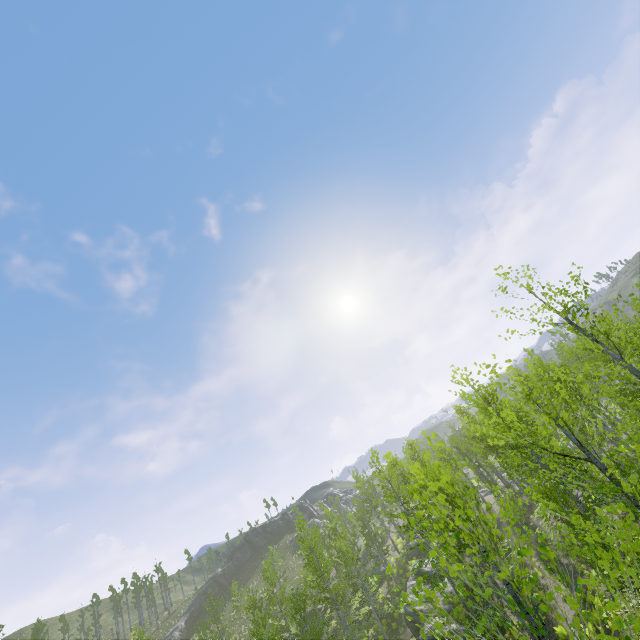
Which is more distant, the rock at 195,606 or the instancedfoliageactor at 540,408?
the rock at 195,606

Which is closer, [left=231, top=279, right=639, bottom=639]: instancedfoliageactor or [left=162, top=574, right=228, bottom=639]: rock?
[left=231, top=279, right=639, bottom=639]: instancedfoliageactor

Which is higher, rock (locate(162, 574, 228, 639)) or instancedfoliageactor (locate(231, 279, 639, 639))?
rock (locate(162, 574, 228, 639))

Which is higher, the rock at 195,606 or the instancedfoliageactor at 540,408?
the rock at 195,606

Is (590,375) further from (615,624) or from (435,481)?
(435,481)
